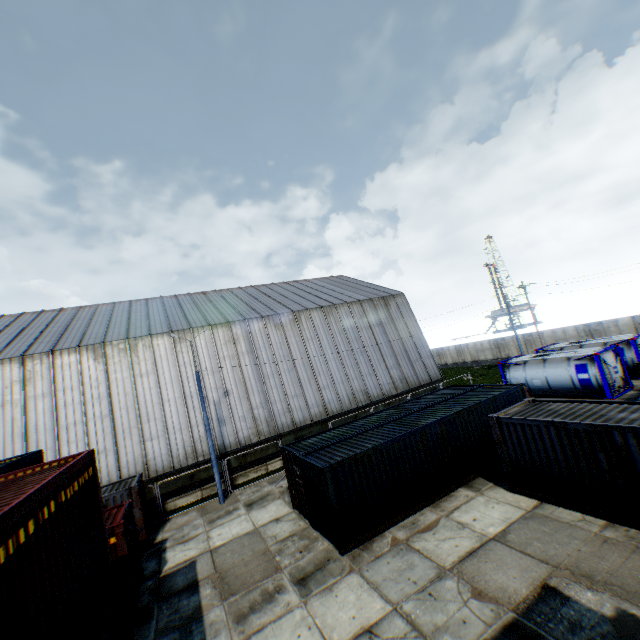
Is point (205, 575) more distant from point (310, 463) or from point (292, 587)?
point (310, 463)

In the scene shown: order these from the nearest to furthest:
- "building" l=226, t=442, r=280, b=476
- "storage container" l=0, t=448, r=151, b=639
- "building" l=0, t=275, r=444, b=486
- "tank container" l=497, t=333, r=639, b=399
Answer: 1. "storage container" l=0, t=448, r=151, b=639
2. "building" l=0, t=275, r=444, b=486
3. "tank container" l=497, t=333, r=639, b=399
4. "building" l=226, t=442, r=280, b=476

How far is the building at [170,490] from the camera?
20.28m

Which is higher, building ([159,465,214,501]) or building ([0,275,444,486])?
building ([0,275,444,486])

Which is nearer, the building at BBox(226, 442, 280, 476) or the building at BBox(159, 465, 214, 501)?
the building at BBox(159, 465, 214, 501)

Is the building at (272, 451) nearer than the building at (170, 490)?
No

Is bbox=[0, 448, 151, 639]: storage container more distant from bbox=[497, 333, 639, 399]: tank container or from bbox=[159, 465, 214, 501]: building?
bbox=[497, 333, 639, 399]: tank container

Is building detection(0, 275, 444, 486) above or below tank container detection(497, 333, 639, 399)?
above
